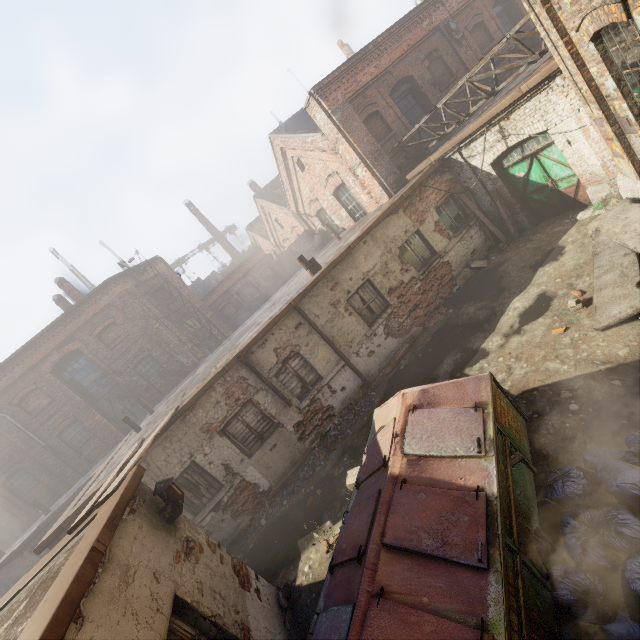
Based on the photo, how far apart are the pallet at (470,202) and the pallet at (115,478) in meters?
10.9 m

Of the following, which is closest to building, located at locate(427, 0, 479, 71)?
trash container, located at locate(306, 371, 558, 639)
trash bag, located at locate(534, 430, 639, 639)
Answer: trash container, located at locate(306, 371, 558, 639)

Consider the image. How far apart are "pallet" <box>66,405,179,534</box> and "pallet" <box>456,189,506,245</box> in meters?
10.9

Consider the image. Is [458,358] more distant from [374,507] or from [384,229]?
[374,507]

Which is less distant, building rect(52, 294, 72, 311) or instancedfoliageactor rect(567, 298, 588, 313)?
instancedfoliageactor rect(567, 298, 588, 313)

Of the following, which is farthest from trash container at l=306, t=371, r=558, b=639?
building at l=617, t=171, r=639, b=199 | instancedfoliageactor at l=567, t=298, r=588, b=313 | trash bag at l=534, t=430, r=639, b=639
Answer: instancedfoliageactor at l=567, t=298, r=588, b=313

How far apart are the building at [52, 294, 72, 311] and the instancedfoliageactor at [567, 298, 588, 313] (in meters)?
23.41

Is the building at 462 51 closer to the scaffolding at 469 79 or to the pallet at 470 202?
the scaffolding at 469 79
